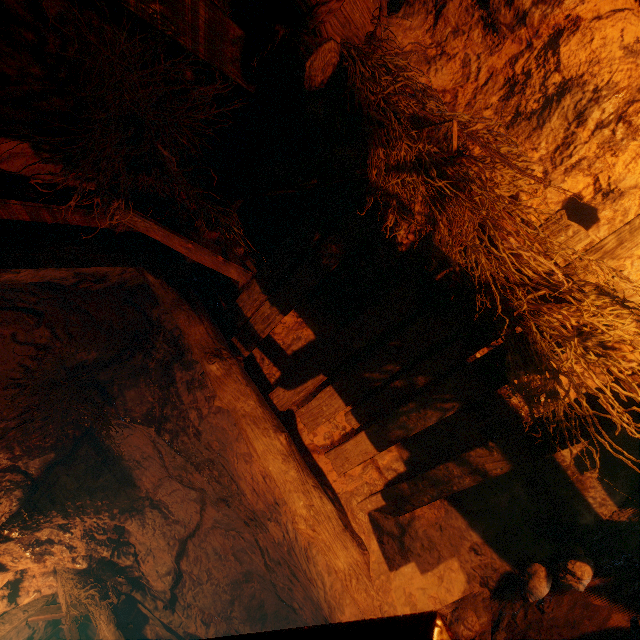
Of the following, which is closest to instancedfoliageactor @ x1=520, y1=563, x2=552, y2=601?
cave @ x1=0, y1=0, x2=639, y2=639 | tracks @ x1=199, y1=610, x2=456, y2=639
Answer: cave @ x1=0, y1=0, x2=639, y2=639

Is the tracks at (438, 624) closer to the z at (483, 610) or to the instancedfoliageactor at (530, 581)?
the z at (483, 610)

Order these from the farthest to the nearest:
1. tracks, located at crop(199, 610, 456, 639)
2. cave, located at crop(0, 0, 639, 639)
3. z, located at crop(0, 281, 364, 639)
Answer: z, located at crop(0, 281, 364, 639), cave, located at crop(0, 0, 639, 639), tracks, located at crop(199, 610, 456, 639)

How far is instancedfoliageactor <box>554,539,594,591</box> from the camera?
2.1m

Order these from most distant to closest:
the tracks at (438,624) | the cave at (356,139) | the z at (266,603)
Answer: the z at (266,603) → the cave at (356,139) → the tracks at (438,624)

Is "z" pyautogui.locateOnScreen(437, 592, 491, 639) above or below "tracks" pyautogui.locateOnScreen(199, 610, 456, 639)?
below

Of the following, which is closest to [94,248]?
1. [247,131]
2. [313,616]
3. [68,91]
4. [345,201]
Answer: [68,91]

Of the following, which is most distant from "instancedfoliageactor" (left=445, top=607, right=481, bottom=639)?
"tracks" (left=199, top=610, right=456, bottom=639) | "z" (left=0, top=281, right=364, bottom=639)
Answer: "tracks" (left=199, top=610, right=456, bottom=639)
